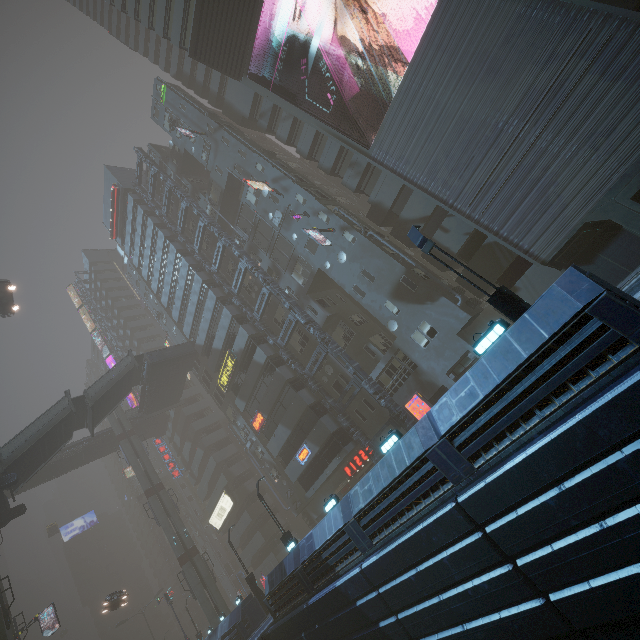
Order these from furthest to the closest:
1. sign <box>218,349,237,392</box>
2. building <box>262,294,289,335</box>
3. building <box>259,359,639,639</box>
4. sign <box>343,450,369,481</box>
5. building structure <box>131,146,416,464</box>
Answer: sign <box>218,349,237,392</box>, building <box>262,294,289,335</box>, sign <box>343,450,369,481</box>, building structure <box>131,146,416,464</box>, building <box>259,359,639,639</box>

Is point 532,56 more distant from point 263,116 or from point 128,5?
point 128,5

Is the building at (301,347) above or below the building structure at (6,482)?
below

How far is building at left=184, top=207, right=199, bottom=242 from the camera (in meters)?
38.44

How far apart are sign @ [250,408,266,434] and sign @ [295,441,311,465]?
4.37m

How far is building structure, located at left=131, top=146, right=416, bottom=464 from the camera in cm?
2436

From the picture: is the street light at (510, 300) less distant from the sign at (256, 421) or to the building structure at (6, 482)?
the sign at (256, 421)
